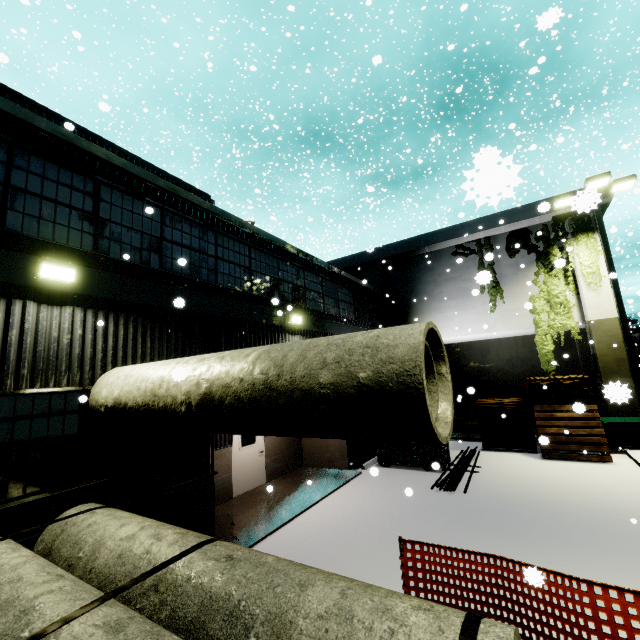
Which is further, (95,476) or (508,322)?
(508,322)

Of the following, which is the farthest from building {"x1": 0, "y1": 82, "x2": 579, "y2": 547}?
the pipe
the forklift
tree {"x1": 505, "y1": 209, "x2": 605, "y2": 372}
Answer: the pipe

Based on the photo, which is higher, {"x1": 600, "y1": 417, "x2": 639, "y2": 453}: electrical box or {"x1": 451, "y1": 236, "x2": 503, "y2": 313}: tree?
{"x1": 451, "y1": 236, "x2": 503, "y2": 313}: tree

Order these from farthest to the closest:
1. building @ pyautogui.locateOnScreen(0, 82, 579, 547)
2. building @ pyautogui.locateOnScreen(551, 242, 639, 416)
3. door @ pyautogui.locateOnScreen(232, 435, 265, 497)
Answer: building @ pyautogui.locateOnScreen(551, 242, 639, 416) < door @ pyautogui.locateOnScreen(232, 435, 265, 497) < building @ pyautogui.locateOnScreen(0, 82, 579, 547)

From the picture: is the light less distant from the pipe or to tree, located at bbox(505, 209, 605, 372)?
tree, located at bbox(505, 209, 605, 372)

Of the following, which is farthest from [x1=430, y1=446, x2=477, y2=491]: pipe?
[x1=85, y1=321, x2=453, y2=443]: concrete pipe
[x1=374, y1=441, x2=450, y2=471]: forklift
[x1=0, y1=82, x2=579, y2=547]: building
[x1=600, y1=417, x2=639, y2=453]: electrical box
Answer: [x1=85, y1=321, x2=453, y2=443]: concrete pipe

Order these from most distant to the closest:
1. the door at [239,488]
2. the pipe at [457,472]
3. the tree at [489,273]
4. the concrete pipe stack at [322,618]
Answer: the door at [239,488] → the pipe at [457,472] → the tree at [489,273] → the concrete pipe stack at [322,618]

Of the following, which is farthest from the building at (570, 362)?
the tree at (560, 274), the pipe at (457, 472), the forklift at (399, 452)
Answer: the pipe at (457, 472)
